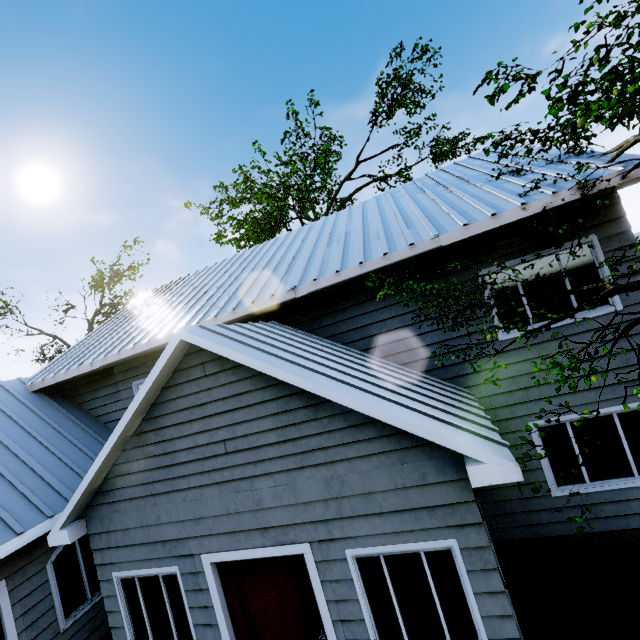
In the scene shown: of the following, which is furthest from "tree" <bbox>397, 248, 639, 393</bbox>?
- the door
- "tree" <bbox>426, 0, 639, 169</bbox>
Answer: the door

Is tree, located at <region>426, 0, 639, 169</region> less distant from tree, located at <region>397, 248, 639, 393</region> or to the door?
tree, located at <region>397, 248, 639, 393</region>

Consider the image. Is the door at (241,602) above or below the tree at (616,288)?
below

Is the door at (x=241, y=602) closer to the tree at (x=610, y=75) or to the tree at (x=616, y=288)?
the tree at (x=616, y=288)

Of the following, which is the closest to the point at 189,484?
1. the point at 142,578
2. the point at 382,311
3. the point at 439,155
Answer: the point at 142,578
